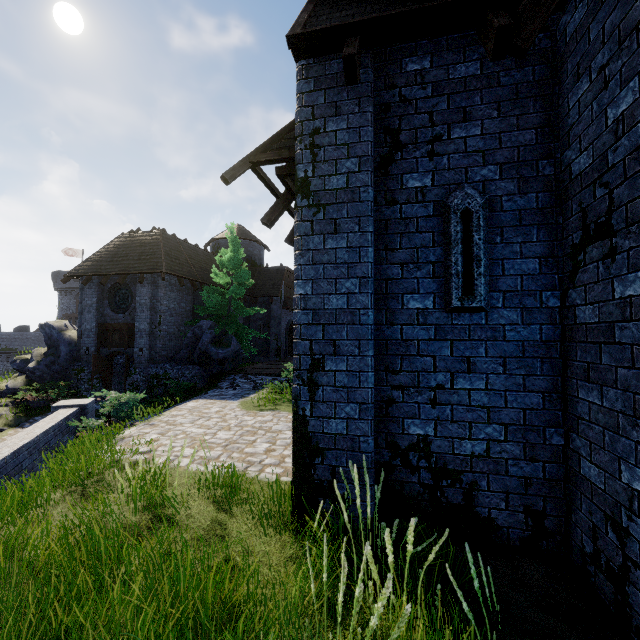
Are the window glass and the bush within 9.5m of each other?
no

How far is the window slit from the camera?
3.68m

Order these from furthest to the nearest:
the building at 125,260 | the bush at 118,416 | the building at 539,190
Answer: the building at 125,260
the bush at 118,416
the building at 539,190

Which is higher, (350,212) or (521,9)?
(521,9)

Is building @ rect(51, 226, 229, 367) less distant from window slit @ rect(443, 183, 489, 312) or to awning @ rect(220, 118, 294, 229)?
awning @ rect(220, 118, 294, 229)

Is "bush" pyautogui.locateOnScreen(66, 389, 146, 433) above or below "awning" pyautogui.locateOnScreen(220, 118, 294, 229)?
below

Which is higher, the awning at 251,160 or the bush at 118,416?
the awning at 251,160

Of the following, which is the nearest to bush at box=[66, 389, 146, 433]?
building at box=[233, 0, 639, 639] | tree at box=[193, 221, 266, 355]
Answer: building at box=[233, 0, 639, 639]
